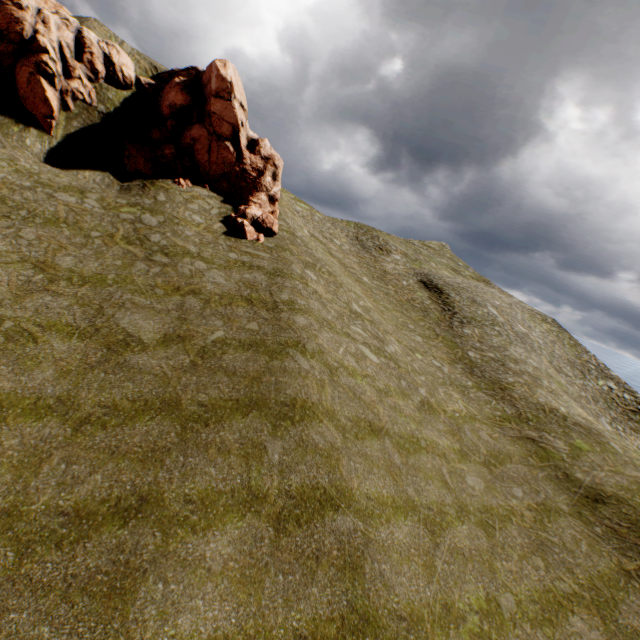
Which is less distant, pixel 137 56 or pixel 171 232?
pixel 171 232
